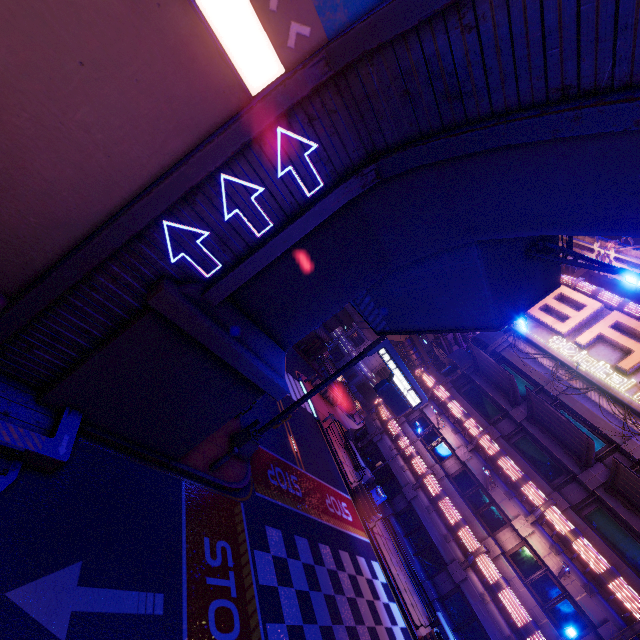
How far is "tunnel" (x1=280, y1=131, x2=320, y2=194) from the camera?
6.3m

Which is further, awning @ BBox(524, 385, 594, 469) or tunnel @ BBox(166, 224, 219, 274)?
awning @ BBox(524, 385, 594, 469)

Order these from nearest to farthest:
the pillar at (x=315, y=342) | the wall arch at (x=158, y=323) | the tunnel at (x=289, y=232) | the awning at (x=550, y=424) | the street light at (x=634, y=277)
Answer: the tunnel at (x=289, y=232) < the wall arch at (x=158, y=323) < the street light at (x=634, y=277) < the awning at (x=550, y=424) < the pillar at (x=315, y=342)

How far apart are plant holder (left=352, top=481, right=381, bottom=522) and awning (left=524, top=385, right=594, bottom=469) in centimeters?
A: 1149cm

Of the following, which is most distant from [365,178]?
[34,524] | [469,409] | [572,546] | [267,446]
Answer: [469,409]

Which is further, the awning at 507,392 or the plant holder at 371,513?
the awning at 507,392

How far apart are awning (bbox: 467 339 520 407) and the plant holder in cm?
1150

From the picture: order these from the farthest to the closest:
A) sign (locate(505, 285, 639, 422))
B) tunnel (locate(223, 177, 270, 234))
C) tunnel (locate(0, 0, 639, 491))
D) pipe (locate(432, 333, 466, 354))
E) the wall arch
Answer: pipe (locate(432, 333, 466, 354))
sign (locate(505, 285, 639, 422))
tunnel (locate(223, 177, 270, 234))
the wall arch
tunnel (locate(0, 0, 639, 491))
